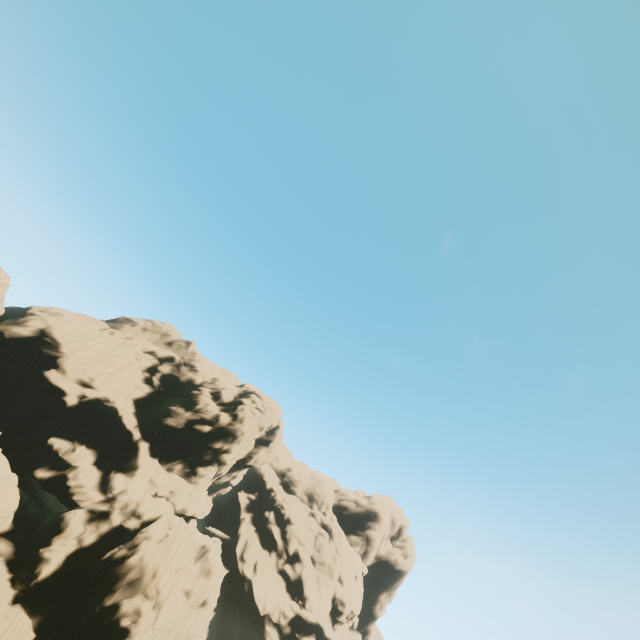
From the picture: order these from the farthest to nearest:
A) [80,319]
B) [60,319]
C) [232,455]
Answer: [80,319], [232,455], [60,319]
